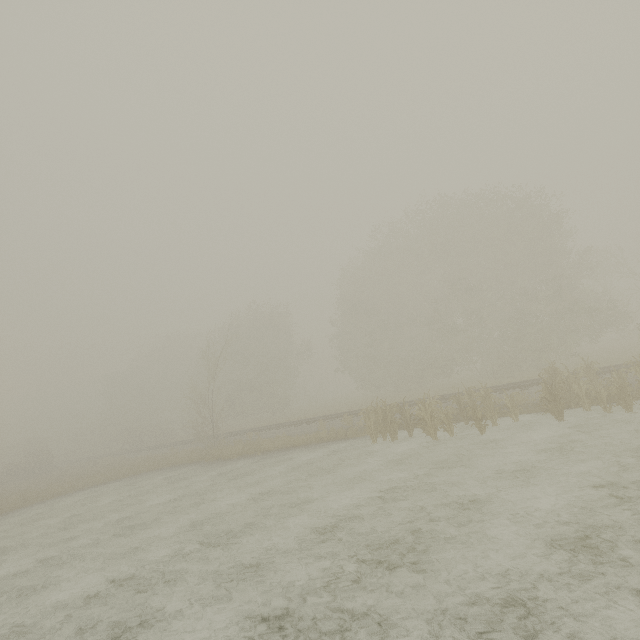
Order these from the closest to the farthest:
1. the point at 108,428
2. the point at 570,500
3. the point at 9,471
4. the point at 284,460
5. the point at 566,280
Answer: the point at 570,500 → the point at 284,460 → the point at 566,280 → the point at 9,471 → the point at 108,428
